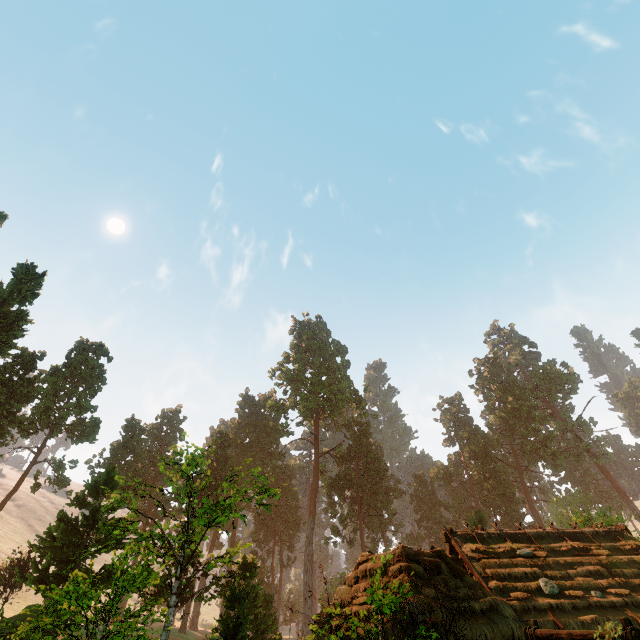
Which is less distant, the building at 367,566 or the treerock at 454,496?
the building at 367,566

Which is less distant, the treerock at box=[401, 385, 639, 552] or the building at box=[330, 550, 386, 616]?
the building at box=[330, 550, 386, 616]

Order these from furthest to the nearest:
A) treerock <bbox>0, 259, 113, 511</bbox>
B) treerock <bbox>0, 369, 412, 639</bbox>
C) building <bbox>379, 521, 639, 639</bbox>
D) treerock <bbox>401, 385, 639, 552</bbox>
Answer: treerock <bbox>401, 385, 639, 552</bbox> < treerock <bbox>0, 259, 113, 511</bbox> < building <bbox>379, 521, 639, 639</bbox> < treerock <bbox>0, 369, 412, 639</bbox>

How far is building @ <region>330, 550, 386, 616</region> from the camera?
13.9m

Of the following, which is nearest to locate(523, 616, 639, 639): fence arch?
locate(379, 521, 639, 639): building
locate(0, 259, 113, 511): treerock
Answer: locate(379, 521, 639, 639): building

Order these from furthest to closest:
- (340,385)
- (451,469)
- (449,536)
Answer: (451,469)
(340,385)
(449,536)

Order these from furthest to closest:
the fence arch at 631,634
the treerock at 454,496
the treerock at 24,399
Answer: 1. the treerock at 454,496
2. the treerock at 24,399
3. the fence arch at 631,634

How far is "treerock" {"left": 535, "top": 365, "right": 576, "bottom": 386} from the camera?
57.9m
